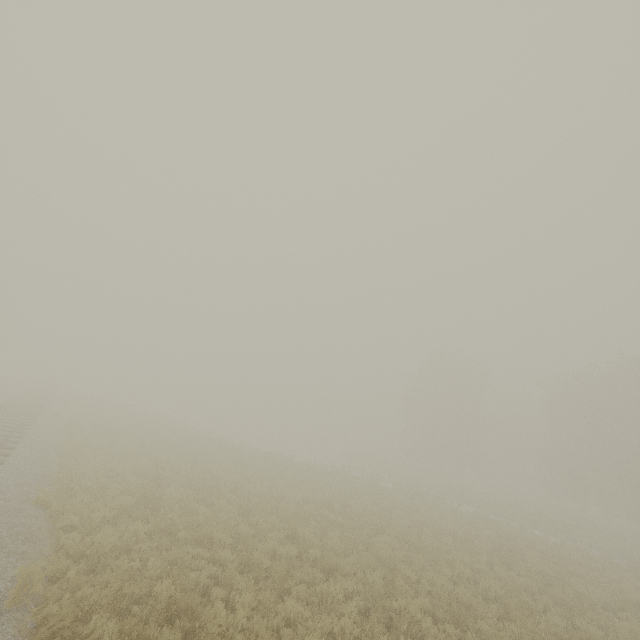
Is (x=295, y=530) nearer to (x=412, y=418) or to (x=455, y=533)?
(x=455, y=533)
